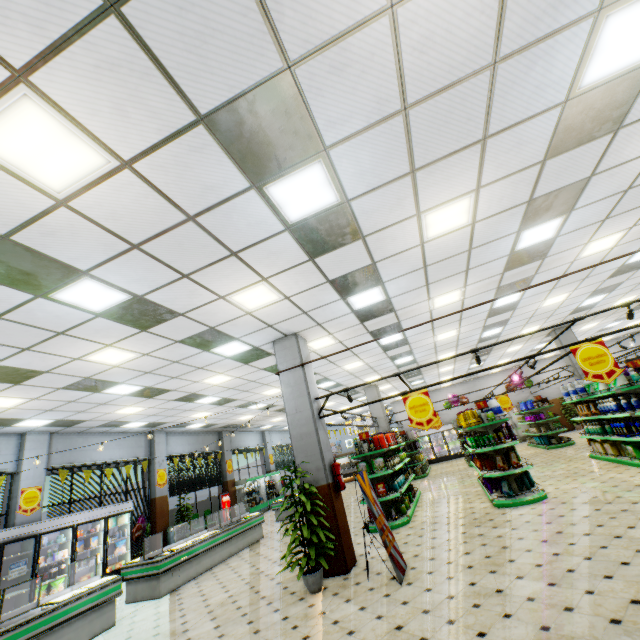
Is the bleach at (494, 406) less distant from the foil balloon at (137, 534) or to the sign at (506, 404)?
the sign at (506, 404)

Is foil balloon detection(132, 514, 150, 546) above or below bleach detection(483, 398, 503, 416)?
below

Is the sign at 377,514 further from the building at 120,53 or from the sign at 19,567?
the sign at 19,567

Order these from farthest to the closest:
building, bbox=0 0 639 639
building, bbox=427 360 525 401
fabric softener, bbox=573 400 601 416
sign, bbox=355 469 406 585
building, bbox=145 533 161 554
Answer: building, bbox=427 360 525 401
building, bbox=145 533 161 554
fabric softener, bbox=573 400 601 416
sign, bbox=355 469 406 585
building, bbox=0 0 639 639

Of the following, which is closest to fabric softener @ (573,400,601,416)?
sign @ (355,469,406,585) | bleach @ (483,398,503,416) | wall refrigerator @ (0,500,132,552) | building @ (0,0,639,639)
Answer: building @ (0,0,639,639)

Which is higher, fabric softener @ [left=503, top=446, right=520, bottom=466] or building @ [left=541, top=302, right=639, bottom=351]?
building @ [left=541, top=302, right=639, bottom=351]

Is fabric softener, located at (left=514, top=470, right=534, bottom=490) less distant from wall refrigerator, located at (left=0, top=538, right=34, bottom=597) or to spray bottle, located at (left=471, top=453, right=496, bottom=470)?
spray bottle, located at (left=471, top=453, right=496, bottom=470)

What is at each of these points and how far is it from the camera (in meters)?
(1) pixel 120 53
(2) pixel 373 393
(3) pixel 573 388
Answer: (1) building, 2.34
(2) building, 16.92
(3) bleach, 10.82
